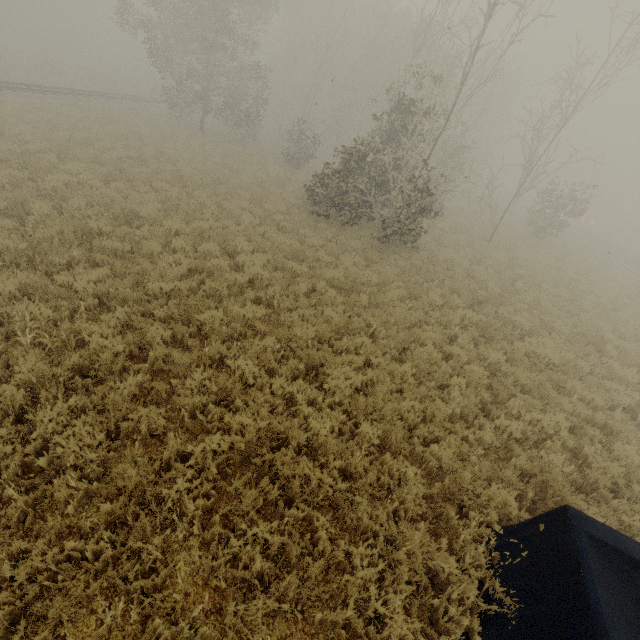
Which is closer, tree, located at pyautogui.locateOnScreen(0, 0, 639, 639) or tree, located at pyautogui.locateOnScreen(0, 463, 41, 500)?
tree, located at pyautogui.locateOnScreen(0, 463, 41, 500)

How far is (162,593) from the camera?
3.5 meters

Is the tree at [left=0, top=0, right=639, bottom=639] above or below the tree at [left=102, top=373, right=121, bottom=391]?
above

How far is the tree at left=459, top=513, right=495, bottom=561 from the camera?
4.4m

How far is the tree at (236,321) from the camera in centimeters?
716cm
